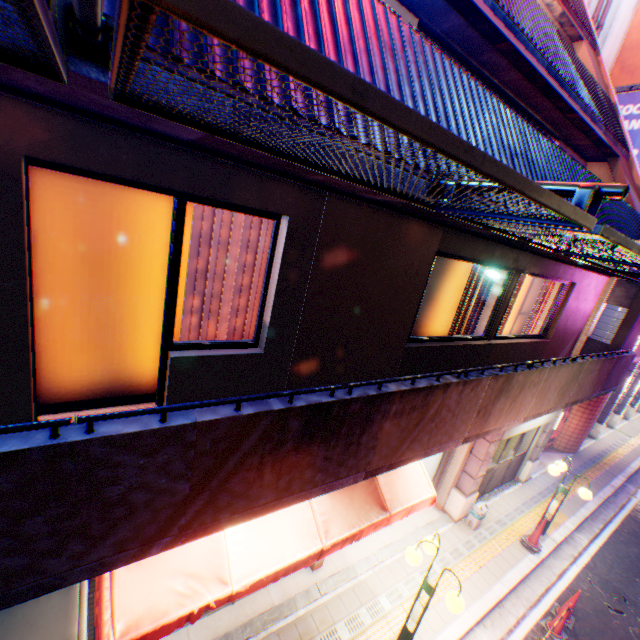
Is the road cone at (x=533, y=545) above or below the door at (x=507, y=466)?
below

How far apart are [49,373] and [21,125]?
2.2m

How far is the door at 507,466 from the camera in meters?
9.5 m

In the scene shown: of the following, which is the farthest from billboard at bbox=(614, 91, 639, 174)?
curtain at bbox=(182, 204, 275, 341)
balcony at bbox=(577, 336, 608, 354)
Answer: curtain at bbox=(182, 204, 275, 341)

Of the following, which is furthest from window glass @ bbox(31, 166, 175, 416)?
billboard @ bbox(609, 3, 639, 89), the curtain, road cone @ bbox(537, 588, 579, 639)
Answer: billboard @ bbox(609, 3, 639, 89)

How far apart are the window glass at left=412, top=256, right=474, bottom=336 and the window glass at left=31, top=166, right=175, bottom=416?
3.6 meters

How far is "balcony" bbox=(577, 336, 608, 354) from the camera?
9.6 meters

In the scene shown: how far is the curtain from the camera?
3.5 meters
